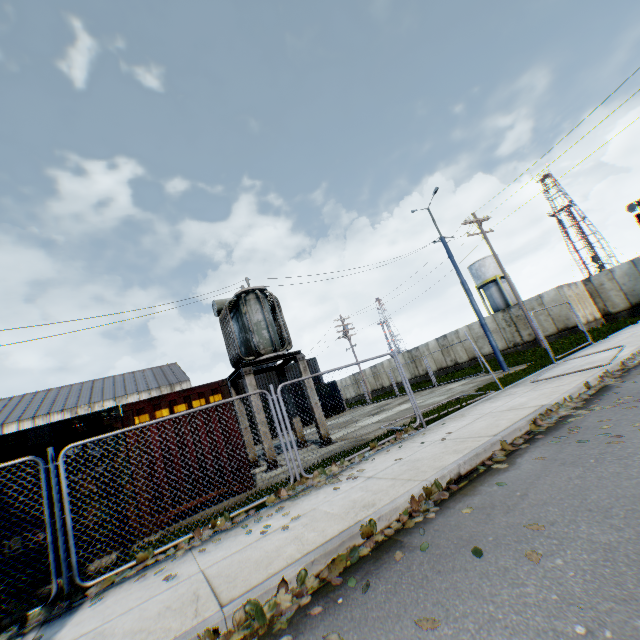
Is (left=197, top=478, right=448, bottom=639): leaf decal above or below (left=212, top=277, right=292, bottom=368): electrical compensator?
below

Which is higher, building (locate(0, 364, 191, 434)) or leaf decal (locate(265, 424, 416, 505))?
building (locate(0, 364, 191, 434))

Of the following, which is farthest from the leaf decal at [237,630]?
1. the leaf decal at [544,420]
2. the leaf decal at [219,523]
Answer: the leaf decal at [544,420]

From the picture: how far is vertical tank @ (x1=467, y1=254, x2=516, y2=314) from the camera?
42.5 meters

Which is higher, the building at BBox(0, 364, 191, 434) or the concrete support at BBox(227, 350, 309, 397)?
the building at BBox(0, 364, 191, 434)

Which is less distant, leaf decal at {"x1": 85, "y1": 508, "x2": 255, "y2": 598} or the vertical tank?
leaf decal at {"x1": 85, "y1": 508, "x2": 255, "y2": 598}

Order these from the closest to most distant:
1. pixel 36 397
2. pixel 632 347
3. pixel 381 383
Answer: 1. pixel 632 347
2. pixel 381 383
3. pixel 36 397

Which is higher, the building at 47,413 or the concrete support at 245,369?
the building at 47,413
